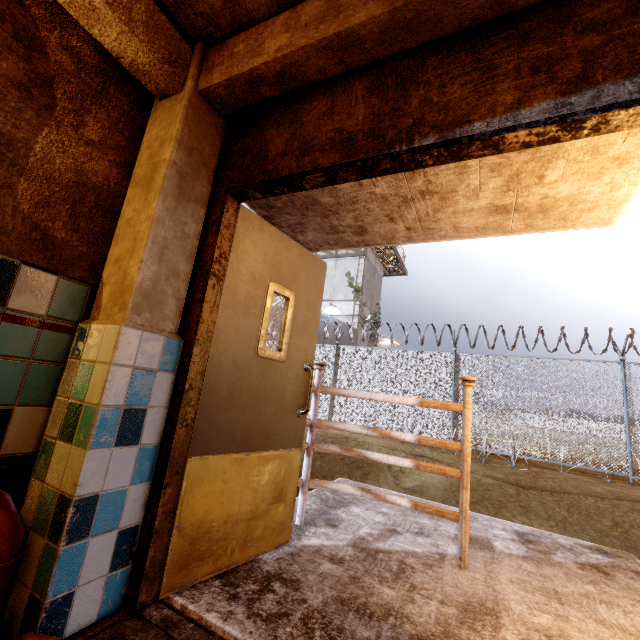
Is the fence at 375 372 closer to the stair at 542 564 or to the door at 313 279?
the stair at 542 564

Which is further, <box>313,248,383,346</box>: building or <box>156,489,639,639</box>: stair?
<box>313,248,383,346</box>: building

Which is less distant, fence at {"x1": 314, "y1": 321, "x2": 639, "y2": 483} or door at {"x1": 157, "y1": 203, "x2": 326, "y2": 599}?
door at {"x1": 157, "y1": 203, "x2": 326, "y2": 599}

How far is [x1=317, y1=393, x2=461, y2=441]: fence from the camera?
9.6 meters

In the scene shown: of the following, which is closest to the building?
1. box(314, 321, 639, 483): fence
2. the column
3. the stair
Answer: box(314, 321, 639, 483): fence

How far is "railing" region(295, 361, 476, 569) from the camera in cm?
241

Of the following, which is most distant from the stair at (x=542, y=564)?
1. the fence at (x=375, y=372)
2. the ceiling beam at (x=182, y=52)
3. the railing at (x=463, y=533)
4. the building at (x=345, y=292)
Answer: the building at (x=345, y=292)

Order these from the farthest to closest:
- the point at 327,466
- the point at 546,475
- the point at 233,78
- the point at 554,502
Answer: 1. the point at 546,475
2. the point at 327,466
3. the point at 554,502
4. the point at 233,78
